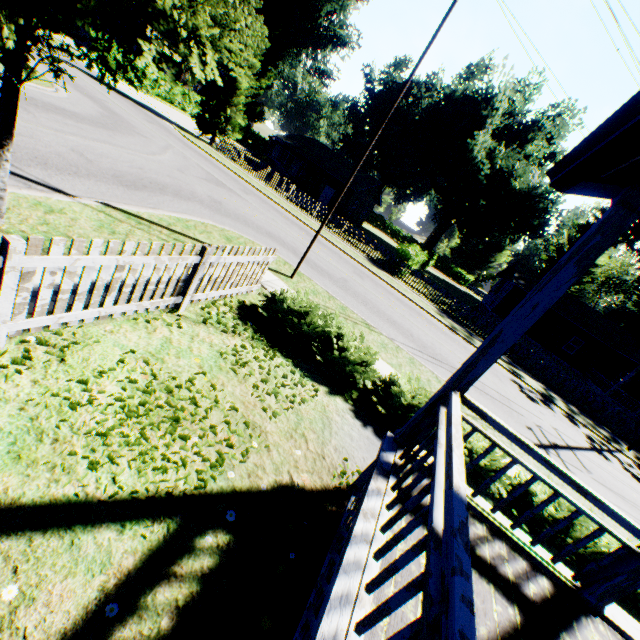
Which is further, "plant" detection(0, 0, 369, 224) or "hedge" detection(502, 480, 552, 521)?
"hedge" detection(502, 480, 552, 521)

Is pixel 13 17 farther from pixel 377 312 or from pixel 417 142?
pixel 417 142

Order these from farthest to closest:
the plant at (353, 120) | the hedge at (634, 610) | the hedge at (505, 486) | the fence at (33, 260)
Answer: the plant at (353, 120), the hedge at (505, 486), the hedge at (634, 610), the fence at (33, 260)

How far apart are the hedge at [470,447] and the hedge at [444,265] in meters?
57.3

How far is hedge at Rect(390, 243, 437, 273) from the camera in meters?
21.7 m

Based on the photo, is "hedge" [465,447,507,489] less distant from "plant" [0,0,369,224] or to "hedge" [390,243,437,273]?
"plant" [0,0,369,224]

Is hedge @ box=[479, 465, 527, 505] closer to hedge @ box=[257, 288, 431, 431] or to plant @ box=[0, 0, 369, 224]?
hedge @ box=[257, 288, 431, 431]
